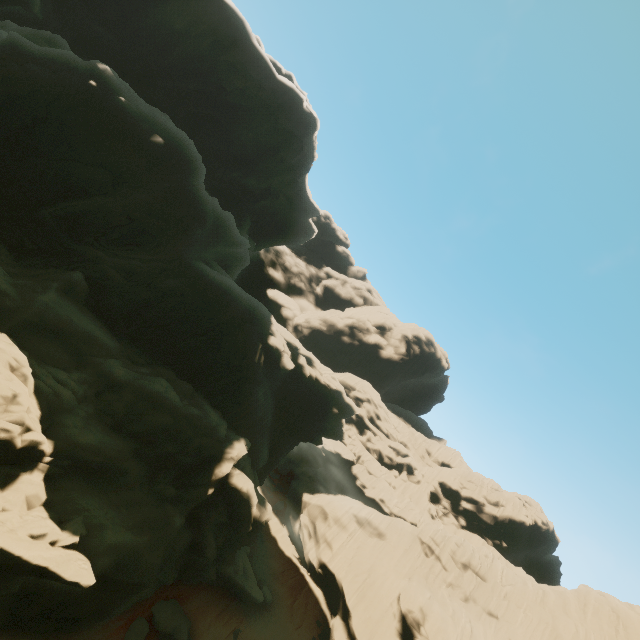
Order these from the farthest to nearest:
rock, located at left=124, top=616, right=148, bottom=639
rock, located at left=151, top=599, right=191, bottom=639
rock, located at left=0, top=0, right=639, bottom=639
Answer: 1. rock, located at left=151, top=599, right=191, bottom=639
2. rock, located at left=124, top=616, right=148, bottom=639
3. rock, located at left=0, top=0, right=639, bottom=639

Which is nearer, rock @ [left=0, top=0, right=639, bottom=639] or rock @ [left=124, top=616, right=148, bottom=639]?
rock @ [left=0, top=0, right=639, bottom=639]

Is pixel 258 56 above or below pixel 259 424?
above

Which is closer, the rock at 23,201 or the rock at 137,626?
the rock at 23,201

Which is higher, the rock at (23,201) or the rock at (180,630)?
the rock at (23,201)

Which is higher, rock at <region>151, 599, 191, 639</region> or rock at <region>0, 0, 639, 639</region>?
rock at <region>0, 0, 639, 639</region>
